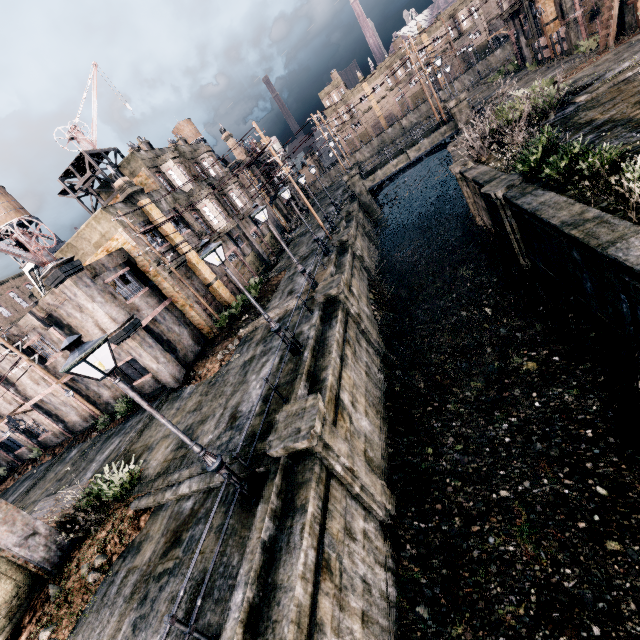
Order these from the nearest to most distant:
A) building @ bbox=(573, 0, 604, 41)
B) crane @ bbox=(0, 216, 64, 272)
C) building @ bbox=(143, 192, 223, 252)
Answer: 1. crane @ bbox=(0, 216, 64, 272)
2. building @ bbox=(143, 192, 223, 252)
3. building @ bbox=(573, 0, 604, 41)

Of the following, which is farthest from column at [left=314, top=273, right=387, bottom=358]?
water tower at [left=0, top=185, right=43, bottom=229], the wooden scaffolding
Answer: water tower at [left=0, top=185, right=43, bottom=229]

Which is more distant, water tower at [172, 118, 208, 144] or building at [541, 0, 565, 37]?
water tower at [172, 118, 208, 144]

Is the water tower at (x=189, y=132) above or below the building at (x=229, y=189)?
above

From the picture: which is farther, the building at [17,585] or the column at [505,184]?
the column at [505,184]

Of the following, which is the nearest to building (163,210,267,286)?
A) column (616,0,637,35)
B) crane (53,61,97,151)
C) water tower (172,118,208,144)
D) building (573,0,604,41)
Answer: crane (53,61,97,151)

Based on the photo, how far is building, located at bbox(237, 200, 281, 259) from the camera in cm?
3494

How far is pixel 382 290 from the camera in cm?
2419
